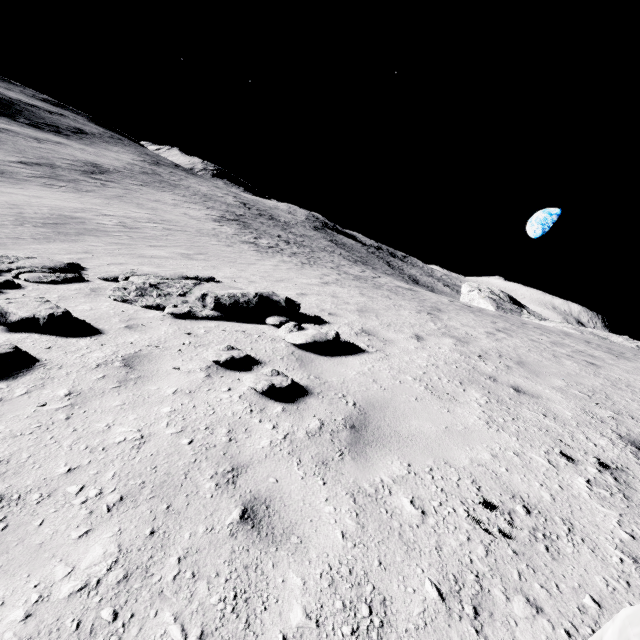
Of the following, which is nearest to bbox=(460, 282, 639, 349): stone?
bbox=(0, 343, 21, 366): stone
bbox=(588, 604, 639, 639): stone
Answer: bbox=(588, 604, 639, 639): stone

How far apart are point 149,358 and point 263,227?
48.09m

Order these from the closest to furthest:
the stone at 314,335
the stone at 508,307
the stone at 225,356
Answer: the stone at 225,356, the stone at 314,335, the stone at 508,307

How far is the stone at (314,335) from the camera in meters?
5.3 m

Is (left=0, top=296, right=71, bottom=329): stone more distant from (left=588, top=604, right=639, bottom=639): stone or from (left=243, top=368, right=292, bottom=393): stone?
(left=588, top=604, right=639, bottom=639): stone

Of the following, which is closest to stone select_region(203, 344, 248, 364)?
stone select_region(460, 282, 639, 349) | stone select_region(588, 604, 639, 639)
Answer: stone select_region(588, 604, 639, 639)

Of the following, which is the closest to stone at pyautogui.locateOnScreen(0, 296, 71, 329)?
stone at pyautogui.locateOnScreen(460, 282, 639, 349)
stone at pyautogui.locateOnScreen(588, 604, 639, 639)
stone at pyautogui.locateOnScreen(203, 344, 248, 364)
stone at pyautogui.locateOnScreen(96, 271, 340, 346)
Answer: stone at pyautogui.locateOnScreen(96, 271, 340, 346)

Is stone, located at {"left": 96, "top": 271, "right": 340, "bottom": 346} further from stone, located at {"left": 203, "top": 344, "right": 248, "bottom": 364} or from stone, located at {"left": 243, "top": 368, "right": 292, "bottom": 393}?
stone, located at {"left": 243, "top": 368, "right": 292, "bottom": 393}
